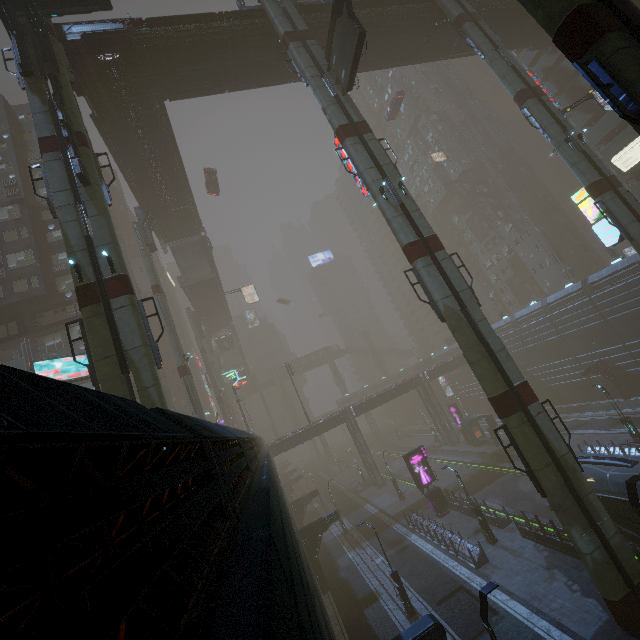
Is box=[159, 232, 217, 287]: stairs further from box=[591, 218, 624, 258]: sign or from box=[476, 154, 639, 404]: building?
box=[591, 218, 624, 258]: sign

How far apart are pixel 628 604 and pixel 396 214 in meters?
20.2 m

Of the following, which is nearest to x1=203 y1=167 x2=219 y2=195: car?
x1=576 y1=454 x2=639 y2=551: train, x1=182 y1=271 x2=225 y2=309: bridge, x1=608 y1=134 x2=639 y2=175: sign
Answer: x1=182 y1=271 x2=225 y2=309: bridge

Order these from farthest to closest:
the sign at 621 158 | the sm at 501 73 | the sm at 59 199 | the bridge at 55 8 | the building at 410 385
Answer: the sign at 621 158 → the sm at 501 73 → the bridge at 55 8 → the sm at 59 199 → the building at 410 385

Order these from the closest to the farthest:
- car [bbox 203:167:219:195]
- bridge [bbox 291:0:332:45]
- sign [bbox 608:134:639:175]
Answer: bridge [bbox 291:0:332:45], sign [bbox 608:134:639:175], car [bbox 203:167:219:195]

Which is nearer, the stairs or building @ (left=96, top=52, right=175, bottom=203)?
building @ (left=96, top=52, right=175, bottom=203)

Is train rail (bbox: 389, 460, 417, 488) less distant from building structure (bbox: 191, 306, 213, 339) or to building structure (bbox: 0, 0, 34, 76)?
building structure (bbox: 191, 306, 213, 339)

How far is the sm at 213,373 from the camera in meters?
52.2
